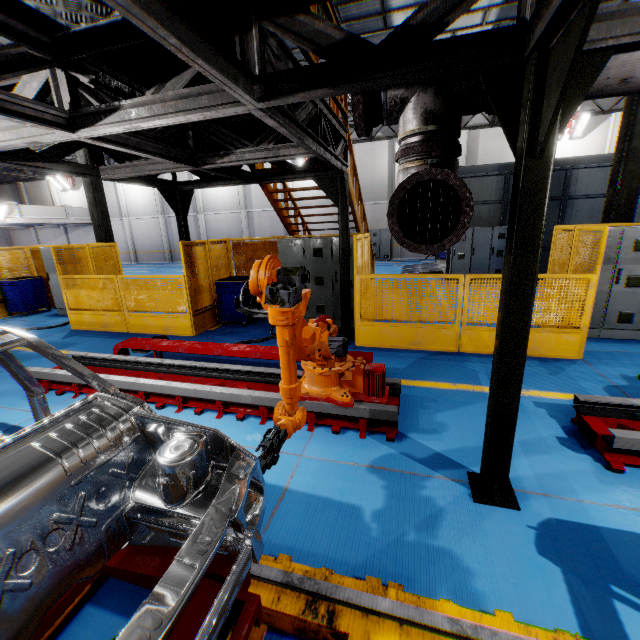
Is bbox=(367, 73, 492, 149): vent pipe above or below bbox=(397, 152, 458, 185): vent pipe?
above

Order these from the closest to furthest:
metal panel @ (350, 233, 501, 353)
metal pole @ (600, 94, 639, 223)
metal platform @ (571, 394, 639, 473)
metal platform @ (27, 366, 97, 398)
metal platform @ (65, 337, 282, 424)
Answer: metal platform @ (571, 394, 639, 473) → metal platform @ (65, 337, 282, 424) → metal platform @ (27, 366, 97, 398) → metal panel @ (350, 233, 501, 353) → metal pole @ (600, 94, 639, 223)

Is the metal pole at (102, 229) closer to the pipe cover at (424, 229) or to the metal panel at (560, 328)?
the metal panel at (560, 328)

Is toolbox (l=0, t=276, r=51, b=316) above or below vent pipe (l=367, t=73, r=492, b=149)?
below

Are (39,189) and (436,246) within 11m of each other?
no

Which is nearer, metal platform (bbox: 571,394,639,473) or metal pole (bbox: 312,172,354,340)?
metal platform (bbox: 571,394,639,473)

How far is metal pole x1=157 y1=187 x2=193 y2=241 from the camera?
7.1m

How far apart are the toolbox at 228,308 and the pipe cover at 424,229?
6.1m
